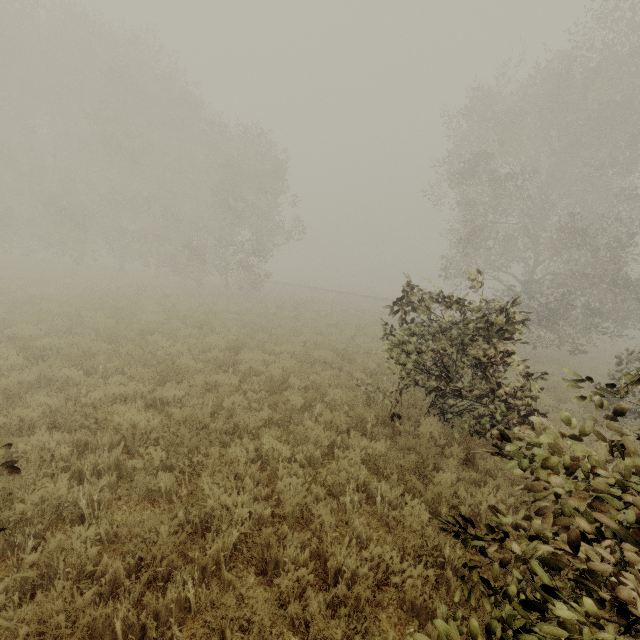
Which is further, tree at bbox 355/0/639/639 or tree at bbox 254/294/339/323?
tree at bbox 254/294/339/323

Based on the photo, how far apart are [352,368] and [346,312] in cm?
1306

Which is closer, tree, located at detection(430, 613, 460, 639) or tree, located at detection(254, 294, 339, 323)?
tree, located at detection(430, 613, 460, 639)

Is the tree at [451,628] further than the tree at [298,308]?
No

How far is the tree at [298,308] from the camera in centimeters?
1789cm

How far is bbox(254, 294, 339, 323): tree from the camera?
17.9 meters

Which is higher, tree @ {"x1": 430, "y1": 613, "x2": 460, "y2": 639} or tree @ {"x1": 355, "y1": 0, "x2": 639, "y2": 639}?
tree @ {"x1": 355, "y1": 0, "x2": 639, "y2": 639}
